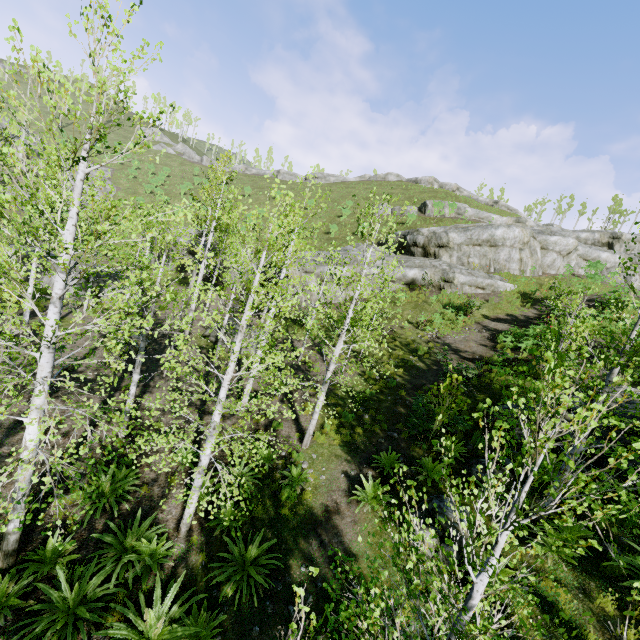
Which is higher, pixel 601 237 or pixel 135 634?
pixel 601 237

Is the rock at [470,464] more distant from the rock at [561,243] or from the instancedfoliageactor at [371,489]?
the rock at [561,243]

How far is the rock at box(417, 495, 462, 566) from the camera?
7.2 meters

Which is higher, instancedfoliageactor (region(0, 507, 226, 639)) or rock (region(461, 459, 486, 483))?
rock (region(461, 459, 486, 483))

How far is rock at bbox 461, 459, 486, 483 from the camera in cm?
919

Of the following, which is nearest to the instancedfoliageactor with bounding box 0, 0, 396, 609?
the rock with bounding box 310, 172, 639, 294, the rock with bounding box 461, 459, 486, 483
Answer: the rock with bounding box 461, 459, 486, 483

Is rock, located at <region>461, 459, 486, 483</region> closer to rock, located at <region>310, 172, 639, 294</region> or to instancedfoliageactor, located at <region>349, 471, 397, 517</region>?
instancedfoliageactor, located at <region>349, 471, 397, 517</region>

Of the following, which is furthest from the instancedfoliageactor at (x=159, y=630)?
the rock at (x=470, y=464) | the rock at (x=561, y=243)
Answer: the rock at (x=561, y=243)
